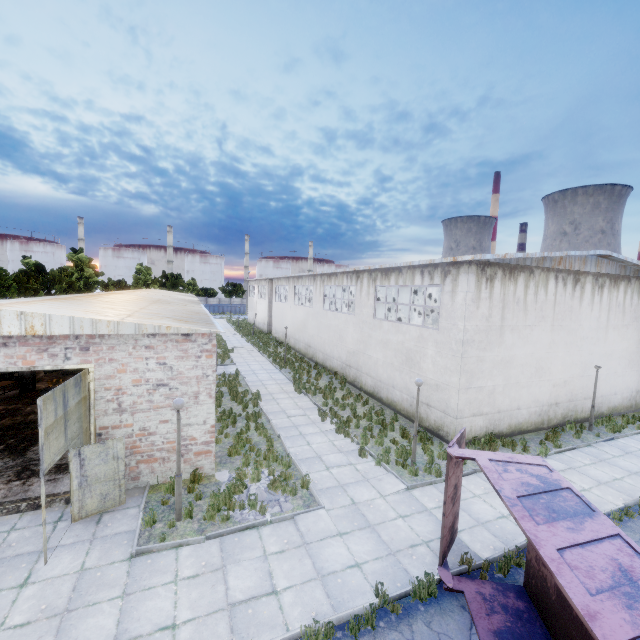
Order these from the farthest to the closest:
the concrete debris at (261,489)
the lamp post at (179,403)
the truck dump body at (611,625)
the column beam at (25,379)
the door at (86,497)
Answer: the column beam at (25,379) < the concrete debris at (261,489) < the lamp post at (179,403) < the door at (86,497) < the truck dump body at (611,625)

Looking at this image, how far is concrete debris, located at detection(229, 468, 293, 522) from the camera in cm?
912

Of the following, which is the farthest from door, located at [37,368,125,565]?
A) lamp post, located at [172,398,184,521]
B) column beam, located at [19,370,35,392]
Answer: column beam, located at [19,370,35,392]

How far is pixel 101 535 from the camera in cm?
825

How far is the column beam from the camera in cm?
1798

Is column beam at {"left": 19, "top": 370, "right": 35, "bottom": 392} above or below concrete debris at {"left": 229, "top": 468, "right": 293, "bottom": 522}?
above

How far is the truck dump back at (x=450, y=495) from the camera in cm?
726

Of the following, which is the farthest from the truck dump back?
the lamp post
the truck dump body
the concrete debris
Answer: the lamp post
